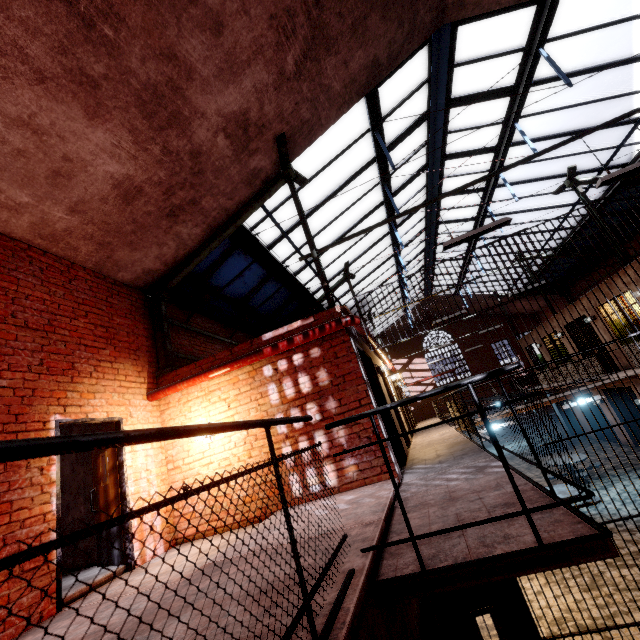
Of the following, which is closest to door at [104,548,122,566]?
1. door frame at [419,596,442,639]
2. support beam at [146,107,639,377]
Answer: support beam at [146,107,639,377]

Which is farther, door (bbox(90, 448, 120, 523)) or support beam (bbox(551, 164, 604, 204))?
support beam (bbox(551, 164, 604, 204))

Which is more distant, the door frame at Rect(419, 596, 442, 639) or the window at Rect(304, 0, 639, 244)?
the window at Rect(304, 0, 639, 244)

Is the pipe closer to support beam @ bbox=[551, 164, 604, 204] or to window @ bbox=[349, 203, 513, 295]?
support beam @ bbox=[551, 164, 604, 204]

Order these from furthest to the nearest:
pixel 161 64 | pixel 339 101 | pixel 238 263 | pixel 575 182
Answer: pixel 575 182 < pixel 238 263 < pixel 339 101 < pixel 161 64

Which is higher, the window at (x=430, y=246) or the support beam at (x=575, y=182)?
the window at (x=430, y=246)

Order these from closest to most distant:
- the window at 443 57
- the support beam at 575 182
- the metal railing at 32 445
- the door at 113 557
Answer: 1. the metal railing at 32 445
2. the door at 113 557
3. the window at 443 57
4. the support beam at 575 182

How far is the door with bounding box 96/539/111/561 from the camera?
5.0m
